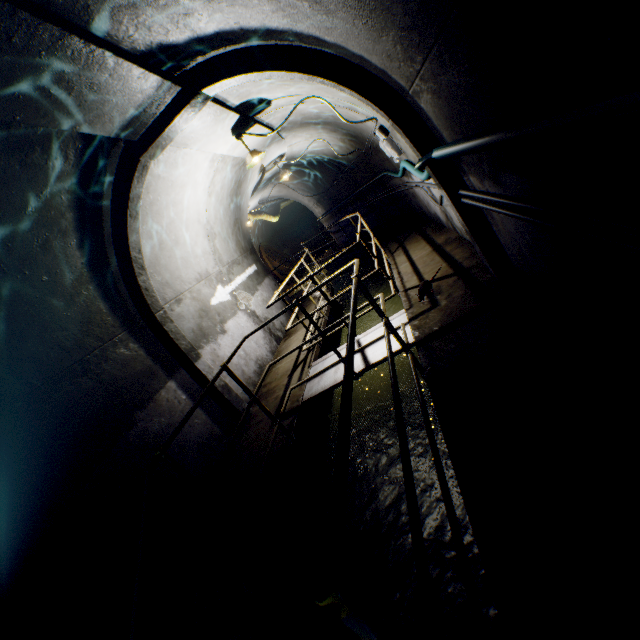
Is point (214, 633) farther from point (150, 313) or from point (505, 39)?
point (505, 39)

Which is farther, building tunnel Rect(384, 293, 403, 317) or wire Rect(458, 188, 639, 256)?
building tunnel Rect(384, 293, 403, 317)

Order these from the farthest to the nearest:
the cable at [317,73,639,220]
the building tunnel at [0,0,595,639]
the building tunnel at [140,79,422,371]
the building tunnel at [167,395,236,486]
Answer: the building tunnel at [140,79,422,371]
the building tunnel at [167,395,236,486]
the building tunnel at [0,0,595,639]
the cable at [317,73,639,220]

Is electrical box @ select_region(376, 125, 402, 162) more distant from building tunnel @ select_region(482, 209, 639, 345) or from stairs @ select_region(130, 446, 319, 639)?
stairs @ select_region(130, 446, 319, 639)

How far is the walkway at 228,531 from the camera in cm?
301

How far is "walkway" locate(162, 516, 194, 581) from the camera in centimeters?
319cm

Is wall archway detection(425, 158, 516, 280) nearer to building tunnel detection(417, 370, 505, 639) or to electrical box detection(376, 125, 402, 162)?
building tunnel detection(417, 370, 505, 639)

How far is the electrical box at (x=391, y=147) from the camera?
5.4 meters
